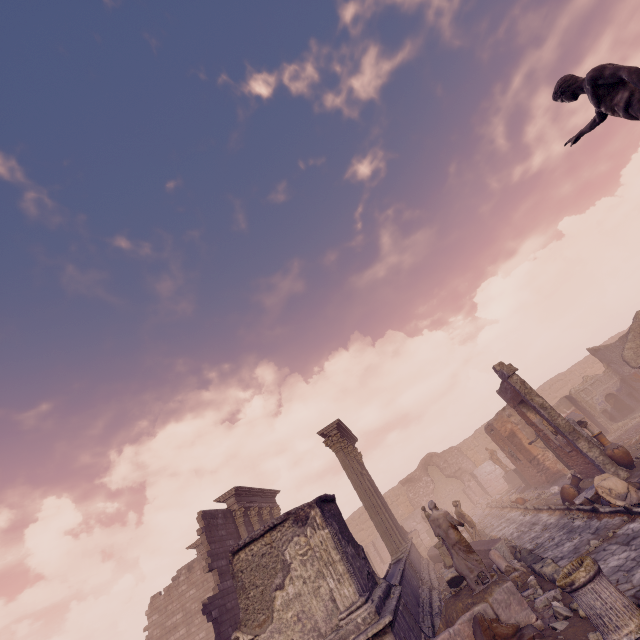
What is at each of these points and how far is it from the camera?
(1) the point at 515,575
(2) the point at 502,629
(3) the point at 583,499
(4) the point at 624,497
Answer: (1) debris pile, 8.5 meters
(2) sculpture, 5.8 meters
(3) debris pile, 10.6 meters
(4) sculpture, 7.9 meters

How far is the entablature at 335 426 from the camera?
17.4m

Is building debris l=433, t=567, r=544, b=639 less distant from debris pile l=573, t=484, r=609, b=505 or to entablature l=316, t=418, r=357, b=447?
debris pile l=573, t=484, r=609, b=505

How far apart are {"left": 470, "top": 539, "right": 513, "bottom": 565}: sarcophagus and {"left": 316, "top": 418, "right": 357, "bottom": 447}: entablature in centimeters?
694cm

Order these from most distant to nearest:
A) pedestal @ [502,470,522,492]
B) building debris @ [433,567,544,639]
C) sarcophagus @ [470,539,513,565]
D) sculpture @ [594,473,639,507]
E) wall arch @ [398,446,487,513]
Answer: wall arch @ [398,446,487,513]
pedestal @ [502,470,522,492]
sarcophagus @ [470,539,513,565]
sculpture @ [594,473,639,507]
building debris @ [433,567,544,639]

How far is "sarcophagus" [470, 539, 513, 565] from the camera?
10.6m

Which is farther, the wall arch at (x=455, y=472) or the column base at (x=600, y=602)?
the wall arch at (x=455, y=472)

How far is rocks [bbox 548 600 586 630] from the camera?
5.7m
